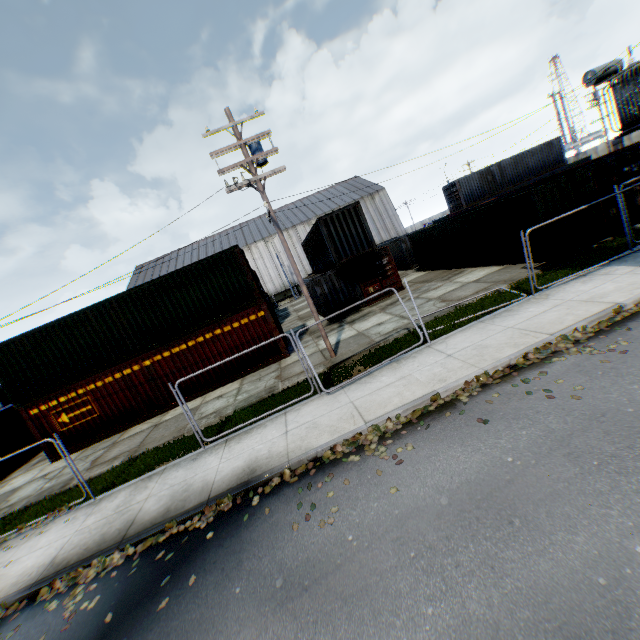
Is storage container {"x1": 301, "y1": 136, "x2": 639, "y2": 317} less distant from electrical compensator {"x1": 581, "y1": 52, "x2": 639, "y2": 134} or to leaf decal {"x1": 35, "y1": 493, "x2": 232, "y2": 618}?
electrical compensator {"x1": 581, "y1": 52, "x2": 639, "y2": 134}

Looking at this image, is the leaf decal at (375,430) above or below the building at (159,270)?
below

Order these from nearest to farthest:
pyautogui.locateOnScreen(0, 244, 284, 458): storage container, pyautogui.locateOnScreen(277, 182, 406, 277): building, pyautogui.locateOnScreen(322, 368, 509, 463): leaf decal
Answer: pyautogui.locateOnScreen(322, 368, 509, 463): leaf decal
pyautogui.locateOnScreen(0, 244, 284, 458): storage container
pyautogui.locateOnScreen(277, 182, 406, 277): building

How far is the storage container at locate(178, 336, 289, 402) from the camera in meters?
15.7

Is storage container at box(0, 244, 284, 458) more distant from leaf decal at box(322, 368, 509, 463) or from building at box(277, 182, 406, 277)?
building at box(277, 182, 406, 277)

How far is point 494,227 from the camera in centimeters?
1546cm

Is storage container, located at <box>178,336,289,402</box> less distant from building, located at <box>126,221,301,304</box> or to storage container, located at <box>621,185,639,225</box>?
storage container, located at <box>621,185,639,225</box>

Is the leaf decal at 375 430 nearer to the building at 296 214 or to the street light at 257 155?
the street light at 257 155
